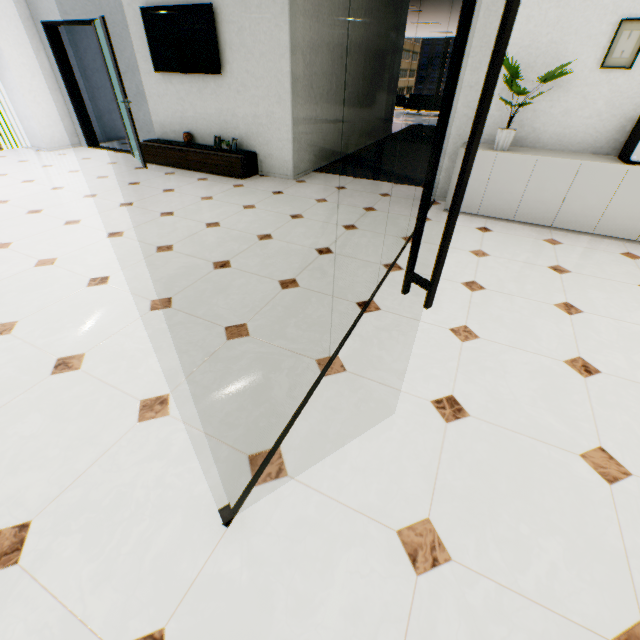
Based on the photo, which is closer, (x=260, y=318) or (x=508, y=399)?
(x=508, y=399)

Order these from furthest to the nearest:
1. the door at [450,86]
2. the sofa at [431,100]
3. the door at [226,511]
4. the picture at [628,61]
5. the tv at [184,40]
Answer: the sofa at [431,100] → the tv at [184,40] → the picture at [628,61] → the door at [226,511] → the door at [450,86]

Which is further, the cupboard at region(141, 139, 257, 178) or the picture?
the cupboard at region(141, 139, 257, 178)

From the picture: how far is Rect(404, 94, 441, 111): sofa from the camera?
14.08m

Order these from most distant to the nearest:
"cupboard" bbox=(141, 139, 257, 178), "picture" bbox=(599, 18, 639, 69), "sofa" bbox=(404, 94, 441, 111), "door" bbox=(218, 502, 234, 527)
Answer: "sofa" bbox=(404, 94, 441, 111) → "cupboard" bbox=(141, 139, 257, 178) → "picture" bbox=(599, 18, 639, 69) → "door" bbox=(218, 502, 234, 527)

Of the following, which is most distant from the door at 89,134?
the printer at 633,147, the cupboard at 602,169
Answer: the printer at 633,147

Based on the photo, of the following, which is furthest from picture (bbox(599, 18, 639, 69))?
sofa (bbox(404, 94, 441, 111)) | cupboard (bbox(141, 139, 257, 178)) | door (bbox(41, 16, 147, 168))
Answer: sofa (bbox(404, 94, 441, 111))

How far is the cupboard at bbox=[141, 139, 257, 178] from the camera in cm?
545
